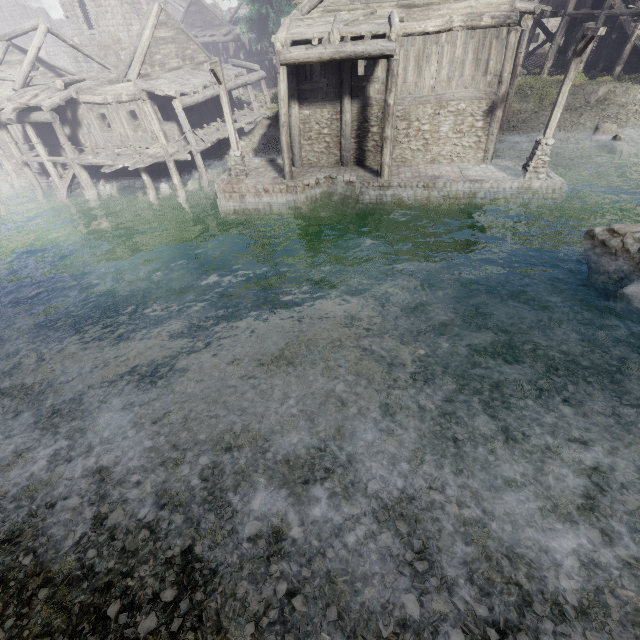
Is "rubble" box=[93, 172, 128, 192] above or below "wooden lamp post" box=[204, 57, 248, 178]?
below

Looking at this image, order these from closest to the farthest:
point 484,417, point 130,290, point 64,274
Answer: point 484,417 → point 130,290 → point 64,274

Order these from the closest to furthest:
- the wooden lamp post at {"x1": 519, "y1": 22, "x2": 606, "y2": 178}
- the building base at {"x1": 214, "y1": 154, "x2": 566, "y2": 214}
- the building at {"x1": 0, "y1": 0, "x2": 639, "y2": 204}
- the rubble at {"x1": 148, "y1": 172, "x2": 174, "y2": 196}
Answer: the wooden lamp post at {"x1": 519, "y1": 22, "x2": 606, "y2": 178} < the building at {"x1": 0, "y1": 0, "x2": 639, "y2": 204} < the building base at {"x1": 214, "y1": 154, "x2": 566, "y2": 214} < the rubble at {"x1": 148, "y1": 172, "x2": 174, "y2": 196}

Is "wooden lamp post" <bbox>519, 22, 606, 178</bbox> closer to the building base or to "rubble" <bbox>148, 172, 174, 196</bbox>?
the building base

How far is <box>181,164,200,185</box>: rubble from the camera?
20.3 meters

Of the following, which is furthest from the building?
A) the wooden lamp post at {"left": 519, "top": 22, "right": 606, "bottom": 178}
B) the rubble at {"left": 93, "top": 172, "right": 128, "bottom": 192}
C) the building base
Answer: the wooden lamp post at {"left": 519, "top": 22, "right": 606, "bottom": 178}

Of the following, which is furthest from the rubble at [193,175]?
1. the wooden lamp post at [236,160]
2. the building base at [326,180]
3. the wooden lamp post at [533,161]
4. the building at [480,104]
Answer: the wooden lamp post at [533,161]
